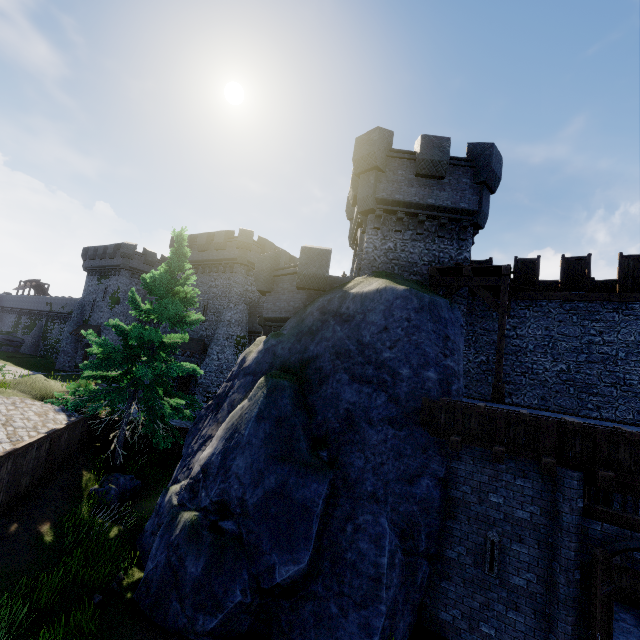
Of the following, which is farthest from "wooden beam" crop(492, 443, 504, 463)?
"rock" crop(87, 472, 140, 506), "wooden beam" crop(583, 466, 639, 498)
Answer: "rock" crop(87, 472, 140, 506)

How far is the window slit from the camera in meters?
7.8

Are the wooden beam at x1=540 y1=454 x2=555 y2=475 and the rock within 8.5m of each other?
no

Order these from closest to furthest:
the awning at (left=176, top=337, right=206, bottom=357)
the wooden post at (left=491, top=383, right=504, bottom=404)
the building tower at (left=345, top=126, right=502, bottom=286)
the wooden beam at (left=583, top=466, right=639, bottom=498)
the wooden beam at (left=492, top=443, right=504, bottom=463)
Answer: the wooden beam at (left=583, top=466, right=639, bottom=498)
the wooden beam at (left=492, top=443, right=504, bottom=463)
the wooden post at (left=491, top=383, right=504, bottom=404)
the building tower at (left=345, top=126, right=502, bottom=286)
the awning at (left=176, top=337, right=206, bottom=357)

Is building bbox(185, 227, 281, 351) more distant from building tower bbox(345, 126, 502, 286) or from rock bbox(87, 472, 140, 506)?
rock bbox(87, 472, 140, 506)

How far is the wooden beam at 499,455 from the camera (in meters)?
7.75

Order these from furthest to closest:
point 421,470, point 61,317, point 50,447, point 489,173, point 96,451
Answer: point 61,317
point 489,173
point 96,451
point 50,447
point 421,470

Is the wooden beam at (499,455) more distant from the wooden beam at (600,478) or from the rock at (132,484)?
the rock at (132,484)
